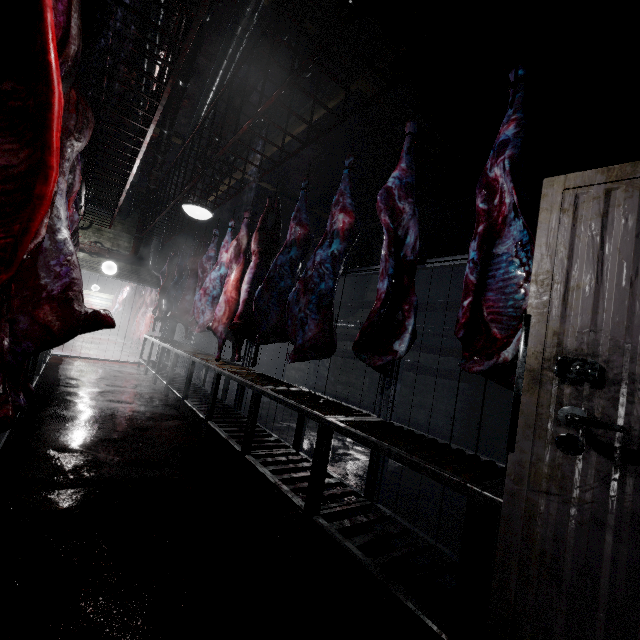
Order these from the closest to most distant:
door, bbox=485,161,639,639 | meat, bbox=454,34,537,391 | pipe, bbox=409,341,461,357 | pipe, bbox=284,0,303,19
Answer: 1. door, bbox=485,161,639,639
2. meat, bbox=454,34,537,391
3. pipe, bbox=284,0,303,19
4. pipe, bbox=409,341,461,357

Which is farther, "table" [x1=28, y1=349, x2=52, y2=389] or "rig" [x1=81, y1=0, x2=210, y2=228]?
"table" [x1=28, y1=349, x2=52, y2=389]

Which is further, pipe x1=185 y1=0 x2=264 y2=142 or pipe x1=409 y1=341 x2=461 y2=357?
pipe x1=409 y1=341 x2=461 y2=357

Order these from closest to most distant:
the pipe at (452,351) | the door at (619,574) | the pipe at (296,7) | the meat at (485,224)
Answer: the door at (619,574) → the meat at (485,224) → the pipe at (296,7) → the pipe at (452,351)

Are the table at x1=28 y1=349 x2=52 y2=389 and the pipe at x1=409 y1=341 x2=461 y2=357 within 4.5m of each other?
no

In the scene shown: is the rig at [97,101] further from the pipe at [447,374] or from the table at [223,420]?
the pipe at [447,374]

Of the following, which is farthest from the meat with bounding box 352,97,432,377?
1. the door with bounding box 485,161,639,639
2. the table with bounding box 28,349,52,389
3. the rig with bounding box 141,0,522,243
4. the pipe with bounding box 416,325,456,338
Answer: the pipe with bounding box 416,325,456,338

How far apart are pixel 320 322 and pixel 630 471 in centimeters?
194cm
